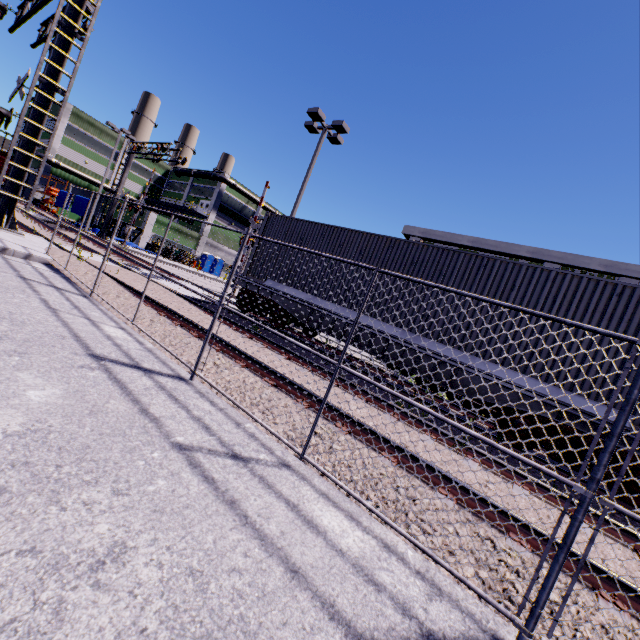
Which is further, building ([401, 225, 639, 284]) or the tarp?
the tarp

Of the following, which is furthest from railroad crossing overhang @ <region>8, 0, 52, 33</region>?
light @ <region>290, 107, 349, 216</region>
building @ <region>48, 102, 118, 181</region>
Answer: light @ <region>290, 107, 349, 216</region>

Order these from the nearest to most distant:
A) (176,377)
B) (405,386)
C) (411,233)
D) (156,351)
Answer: (176,377)
(156,351)
(405,386)
(411,233)

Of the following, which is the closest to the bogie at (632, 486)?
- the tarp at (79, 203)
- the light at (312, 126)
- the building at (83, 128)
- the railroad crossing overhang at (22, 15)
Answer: the building at (83, 128)

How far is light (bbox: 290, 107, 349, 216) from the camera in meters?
14.9

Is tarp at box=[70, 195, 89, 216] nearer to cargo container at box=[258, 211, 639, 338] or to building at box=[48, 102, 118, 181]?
building at box=[48, 102, 118, 181]

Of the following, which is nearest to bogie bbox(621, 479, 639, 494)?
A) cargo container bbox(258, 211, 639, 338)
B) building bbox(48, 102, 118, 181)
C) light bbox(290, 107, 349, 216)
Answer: cargo container bbox(258, 211, 639, 338)

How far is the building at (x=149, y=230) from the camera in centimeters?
4219cm
